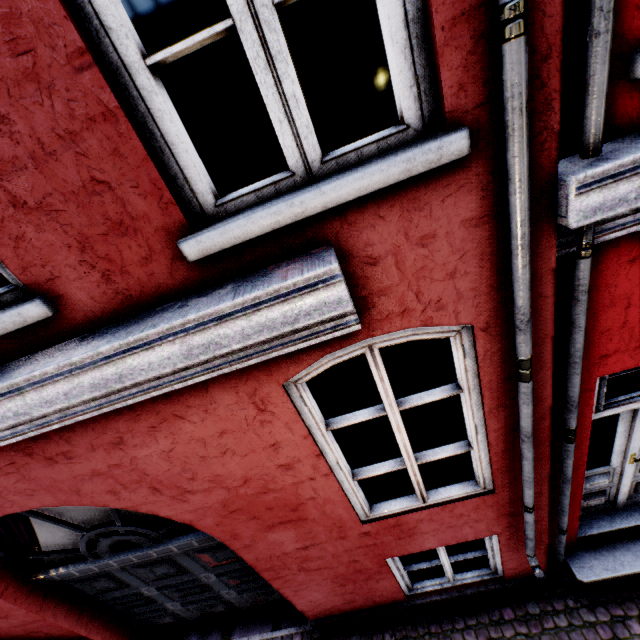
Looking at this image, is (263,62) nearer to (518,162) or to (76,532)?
(518,162)
